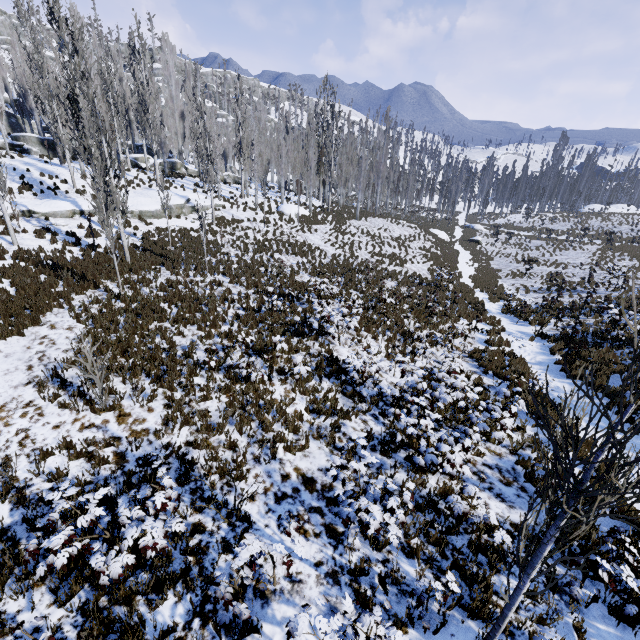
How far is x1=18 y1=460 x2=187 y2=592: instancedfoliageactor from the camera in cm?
386

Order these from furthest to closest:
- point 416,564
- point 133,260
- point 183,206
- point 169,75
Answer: point 169,75, point 183,206, point 133,260, point 416,564

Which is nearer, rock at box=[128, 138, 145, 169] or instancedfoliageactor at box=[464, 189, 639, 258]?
instancedfoliageactor at box=[464, 189, 639, 258]

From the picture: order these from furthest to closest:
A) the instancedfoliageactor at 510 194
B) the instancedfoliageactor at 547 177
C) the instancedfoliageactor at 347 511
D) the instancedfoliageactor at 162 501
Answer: the instancedfoliageactor at 547 177, the instancedfoliageactor at 510 194, the instancedfoliageactor at 347 511, the instancedfoliageactor at 162 501

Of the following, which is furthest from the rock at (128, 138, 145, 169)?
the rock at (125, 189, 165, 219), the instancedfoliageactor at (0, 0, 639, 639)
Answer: the rock at (125, 189, 165, 219)

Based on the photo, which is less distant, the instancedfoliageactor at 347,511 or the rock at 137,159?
the instancedfoliageactor at 347,511

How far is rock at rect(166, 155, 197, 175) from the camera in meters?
35.8 m
